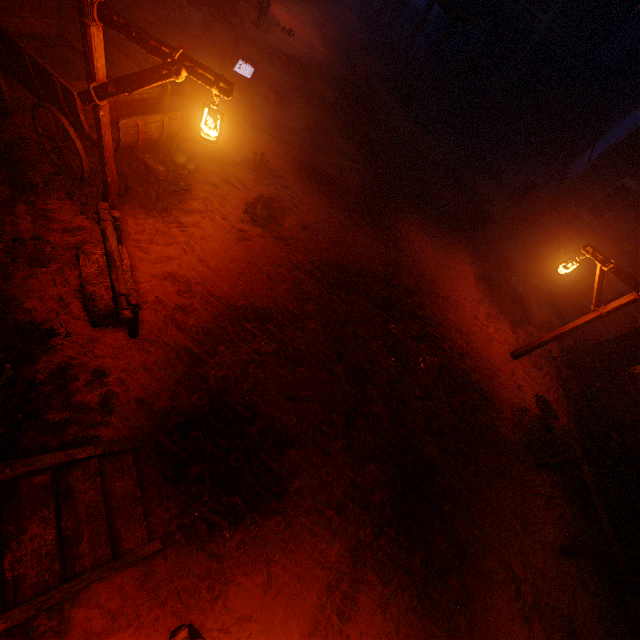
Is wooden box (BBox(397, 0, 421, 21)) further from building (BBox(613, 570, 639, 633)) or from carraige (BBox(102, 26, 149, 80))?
carraige (BBox(102, 26, 149, 80))

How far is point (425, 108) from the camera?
15.1 meters

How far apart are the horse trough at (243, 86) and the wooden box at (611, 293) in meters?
12.0

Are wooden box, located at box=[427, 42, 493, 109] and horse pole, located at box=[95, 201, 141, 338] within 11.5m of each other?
no

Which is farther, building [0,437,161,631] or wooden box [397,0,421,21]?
wooden box [397,0,421,21]

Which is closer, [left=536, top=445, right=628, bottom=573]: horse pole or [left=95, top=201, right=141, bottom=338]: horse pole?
[left=95, top=201, right=141, bottom=338]: horse pole

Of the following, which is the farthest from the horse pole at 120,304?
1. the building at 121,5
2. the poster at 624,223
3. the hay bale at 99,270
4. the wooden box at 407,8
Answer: the wooden box at 407,8

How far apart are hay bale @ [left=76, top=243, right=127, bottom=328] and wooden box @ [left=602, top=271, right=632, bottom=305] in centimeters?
1191cm
